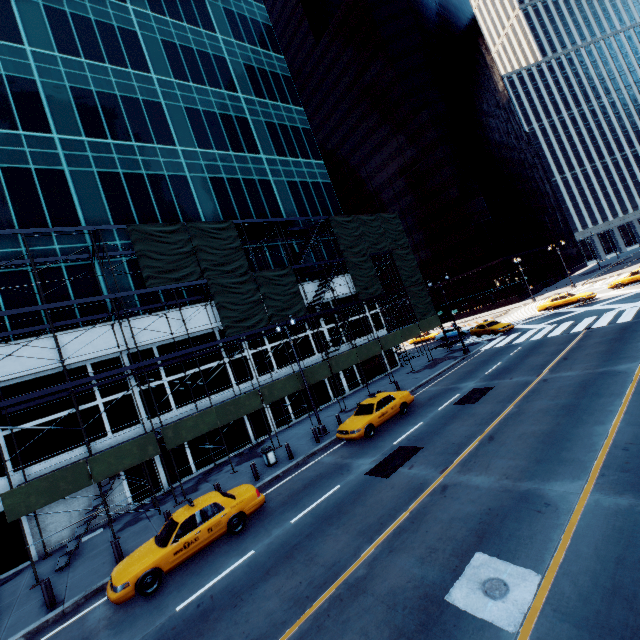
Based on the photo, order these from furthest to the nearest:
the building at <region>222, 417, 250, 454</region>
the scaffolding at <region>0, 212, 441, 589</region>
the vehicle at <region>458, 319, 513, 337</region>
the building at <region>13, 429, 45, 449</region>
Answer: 1. the vehicle at <region>458, 319, 513, 337</region>
2. the building at <region>222, 417, 250, 454</region>
3. the building at <region>13, 429, 45, 449</region>
4. the scaffolding at <region>0, 212, 441, 589</region>

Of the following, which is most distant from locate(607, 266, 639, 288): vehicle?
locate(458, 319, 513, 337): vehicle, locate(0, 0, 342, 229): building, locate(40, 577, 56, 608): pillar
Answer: locate(40, 577, 56, 608): pillar

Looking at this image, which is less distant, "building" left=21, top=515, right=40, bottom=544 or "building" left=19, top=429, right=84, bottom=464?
"building" left=21, top=515, right=40, bottom=544

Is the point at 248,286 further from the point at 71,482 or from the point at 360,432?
the point at 71,482

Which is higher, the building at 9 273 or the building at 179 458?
the building at 9 273

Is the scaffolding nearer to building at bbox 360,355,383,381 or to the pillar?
building at bbox 360,355,383,381

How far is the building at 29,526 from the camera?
15.97m

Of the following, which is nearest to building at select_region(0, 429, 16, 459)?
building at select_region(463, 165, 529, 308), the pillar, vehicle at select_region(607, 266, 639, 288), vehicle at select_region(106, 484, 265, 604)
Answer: the pillar
